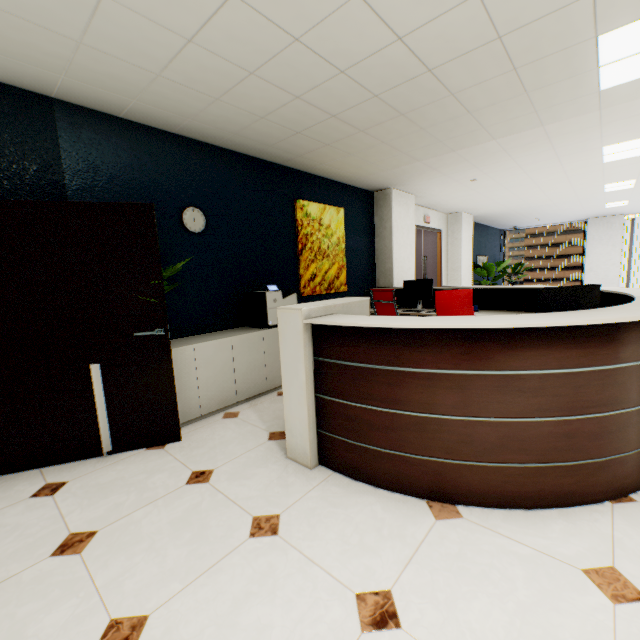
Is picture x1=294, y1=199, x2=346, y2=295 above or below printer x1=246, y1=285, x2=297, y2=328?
above

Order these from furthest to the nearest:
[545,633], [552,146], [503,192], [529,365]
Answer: [503,192] < [552,146] < [529,365] < [545,633]

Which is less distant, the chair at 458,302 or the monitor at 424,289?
the chair at 458,302

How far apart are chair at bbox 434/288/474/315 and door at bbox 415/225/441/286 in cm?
402

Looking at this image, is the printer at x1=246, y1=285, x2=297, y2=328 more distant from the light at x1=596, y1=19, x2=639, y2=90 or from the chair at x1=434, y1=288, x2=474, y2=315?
the light at x1=596, y1=19, x2=639, y2=90

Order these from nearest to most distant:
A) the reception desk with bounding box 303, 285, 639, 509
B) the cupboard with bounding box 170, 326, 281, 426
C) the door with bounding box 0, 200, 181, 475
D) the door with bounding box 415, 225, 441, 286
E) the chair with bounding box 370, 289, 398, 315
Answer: the reception desk with bounding box 303, 285, 639, 509 < the door with bounding box 0, 200, 181, 475 < the cupboard with bounding box 170, 326, 281, 426 < the chair with bounding box 370, 289, 398, 315 < the door with bounding box 415, 225, 441, 286

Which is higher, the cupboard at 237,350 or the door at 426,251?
the door at 426,251

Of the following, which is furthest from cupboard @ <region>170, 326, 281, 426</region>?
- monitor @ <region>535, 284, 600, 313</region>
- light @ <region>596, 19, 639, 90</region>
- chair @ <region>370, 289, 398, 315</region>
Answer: light @ <region>596, 19, 639, 90</region>
